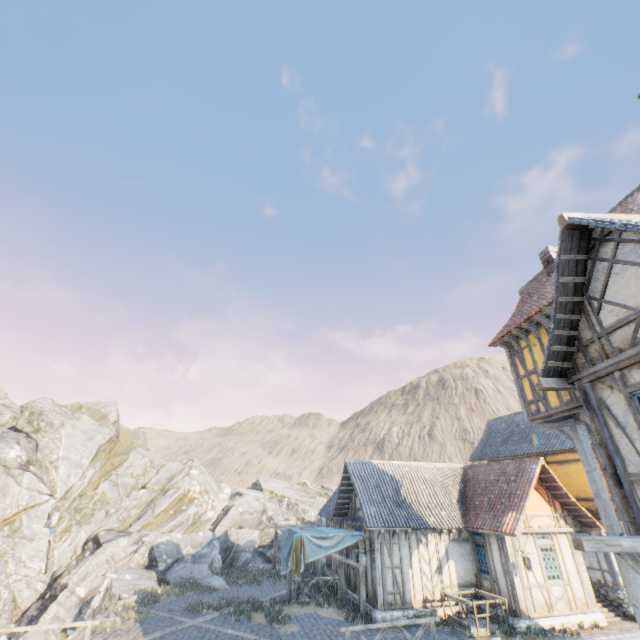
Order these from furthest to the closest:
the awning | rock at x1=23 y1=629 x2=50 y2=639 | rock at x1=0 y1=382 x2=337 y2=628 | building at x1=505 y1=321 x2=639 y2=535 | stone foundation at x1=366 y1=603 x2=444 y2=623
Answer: the awning
rock at x1=0 y1=382 x2=337 y2=628
rock at x1=23 y1=629 x2=50 y2=639
stone foundation at x1=366 y1=603 x2=444 y2=623
building at x1=505 y1=321 x2=639 y2=535

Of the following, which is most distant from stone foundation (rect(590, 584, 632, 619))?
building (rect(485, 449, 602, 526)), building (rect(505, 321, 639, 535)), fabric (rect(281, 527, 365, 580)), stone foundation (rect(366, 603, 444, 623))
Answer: fabric (rect(281, 527, 365, 580))

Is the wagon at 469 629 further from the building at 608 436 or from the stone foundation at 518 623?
the building at 608 436

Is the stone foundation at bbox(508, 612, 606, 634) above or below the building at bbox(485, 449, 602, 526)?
below

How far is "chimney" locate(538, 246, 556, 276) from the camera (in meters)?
12.12

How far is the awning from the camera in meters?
20.5 m

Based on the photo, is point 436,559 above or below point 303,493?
below

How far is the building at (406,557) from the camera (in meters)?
13.54
